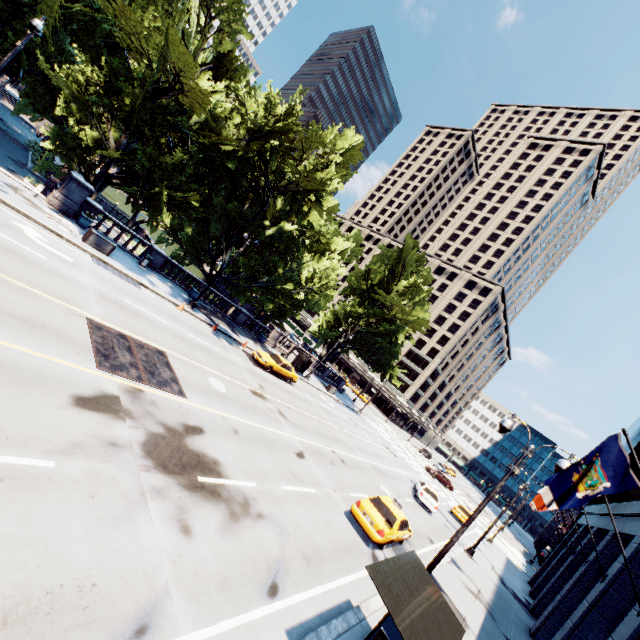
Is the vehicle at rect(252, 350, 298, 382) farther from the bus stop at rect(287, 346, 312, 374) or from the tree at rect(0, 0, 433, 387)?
the tree at rect(0, 0, 433, 387)

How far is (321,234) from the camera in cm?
3050

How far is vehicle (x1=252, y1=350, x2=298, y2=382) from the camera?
26.0m

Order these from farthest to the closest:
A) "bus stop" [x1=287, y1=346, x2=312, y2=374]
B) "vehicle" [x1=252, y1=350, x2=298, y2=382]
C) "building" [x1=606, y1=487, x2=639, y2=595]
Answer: "bus stop" [x1=287, y1=346, x2=312, y2=374], "vehicle" [x1=252, y1=350, x2=298, y2=382], "building" [x1=606, y1=487, x2=639, y2=595]

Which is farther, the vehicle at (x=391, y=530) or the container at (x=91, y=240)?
the container at (x=91, y=240)

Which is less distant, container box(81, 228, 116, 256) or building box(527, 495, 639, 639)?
building box(527, 495, 639, 639)

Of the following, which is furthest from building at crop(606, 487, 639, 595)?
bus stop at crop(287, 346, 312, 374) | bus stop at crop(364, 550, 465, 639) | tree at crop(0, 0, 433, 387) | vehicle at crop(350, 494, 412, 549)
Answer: bus stop at crop(287, 346, 312, 374)

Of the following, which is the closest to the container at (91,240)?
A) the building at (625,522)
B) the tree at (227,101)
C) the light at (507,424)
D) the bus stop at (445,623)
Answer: the tree at (227,101)
